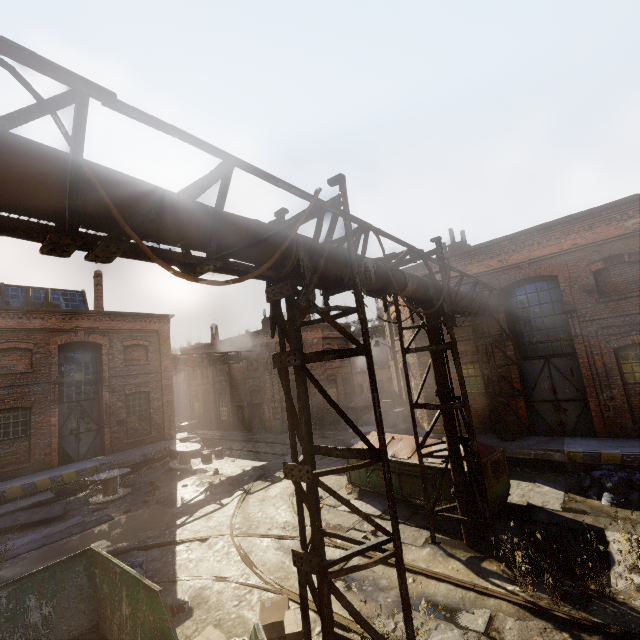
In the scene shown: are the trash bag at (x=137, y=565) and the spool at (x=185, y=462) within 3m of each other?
no

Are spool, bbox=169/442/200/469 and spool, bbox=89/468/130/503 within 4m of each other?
yes

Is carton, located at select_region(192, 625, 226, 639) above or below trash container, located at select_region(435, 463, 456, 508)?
below

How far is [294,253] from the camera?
3.9 meters

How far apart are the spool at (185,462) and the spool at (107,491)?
2.16m

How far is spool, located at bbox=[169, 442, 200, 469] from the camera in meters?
16.7 m

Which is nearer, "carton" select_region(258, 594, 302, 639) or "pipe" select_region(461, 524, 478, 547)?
"carton" select_region(258, 594, 302, 639)

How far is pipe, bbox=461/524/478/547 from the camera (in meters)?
7.18
